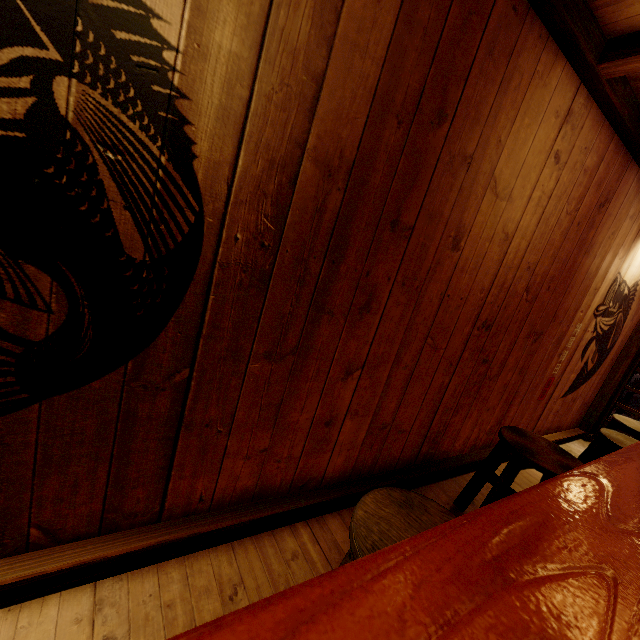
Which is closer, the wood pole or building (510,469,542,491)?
building (510,469,542,491)

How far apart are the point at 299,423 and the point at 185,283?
1.7 meters

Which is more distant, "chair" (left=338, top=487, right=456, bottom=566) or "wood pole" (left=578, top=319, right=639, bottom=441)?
"wood pole" (left=578, top=319, right=639, bottom=441)

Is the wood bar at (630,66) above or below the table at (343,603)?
above

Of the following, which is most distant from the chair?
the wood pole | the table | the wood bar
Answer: the wood pole

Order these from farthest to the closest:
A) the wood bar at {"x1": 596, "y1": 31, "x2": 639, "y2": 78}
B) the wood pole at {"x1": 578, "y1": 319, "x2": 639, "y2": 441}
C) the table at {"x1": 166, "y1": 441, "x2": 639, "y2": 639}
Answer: the wood pole at {"x1": 578, "y1": 319, "x2": 639, "y2": 441} → the wood bar at {"x1": 596, "y1": 31, "x2": 639, "y2": 78} → the table at {"x1": 166, "y1": 441, "x2": 639, "y2": 639}

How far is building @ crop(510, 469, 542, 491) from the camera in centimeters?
525cm

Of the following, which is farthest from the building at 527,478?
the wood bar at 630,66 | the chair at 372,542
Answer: the chair at 372,542
